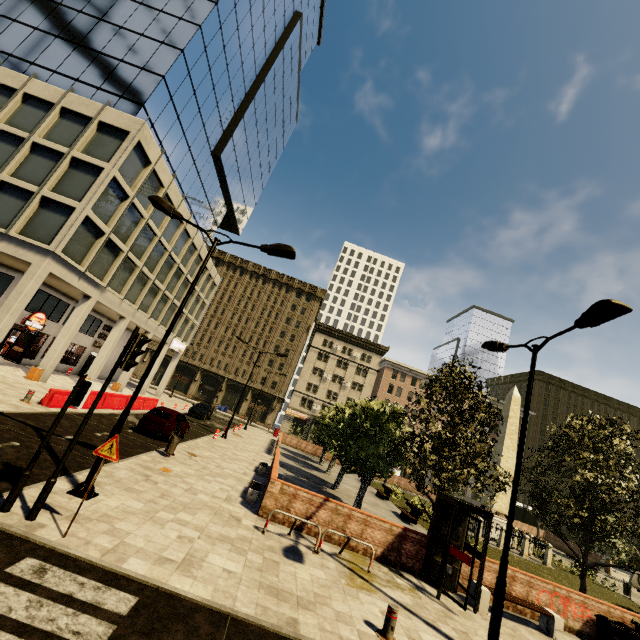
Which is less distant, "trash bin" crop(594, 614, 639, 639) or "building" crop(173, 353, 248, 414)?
"trash bin" crop(594, 614, 639, 639)

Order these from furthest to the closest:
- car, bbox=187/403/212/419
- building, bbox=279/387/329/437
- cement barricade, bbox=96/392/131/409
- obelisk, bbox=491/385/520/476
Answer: building, bbox=279/387/329/437, car, bbox=187/403/212/419, obelisk, bbox=491/385/520/476, cement barricade, bbox=96/392/131/409

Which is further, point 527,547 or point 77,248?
point 527,547

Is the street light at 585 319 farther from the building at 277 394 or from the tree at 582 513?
the building at 277 394

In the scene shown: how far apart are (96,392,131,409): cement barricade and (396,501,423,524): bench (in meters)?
19.01

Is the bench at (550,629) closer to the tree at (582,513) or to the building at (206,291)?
the tree at (582,513)

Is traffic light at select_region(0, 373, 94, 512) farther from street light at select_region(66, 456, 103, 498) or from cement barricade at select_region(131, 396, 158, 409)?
cement barricade at select_region(131, 396, 158, 409)

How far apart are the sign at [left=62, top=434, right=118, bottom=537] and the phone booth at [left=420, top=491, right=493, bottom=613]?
9.5m
